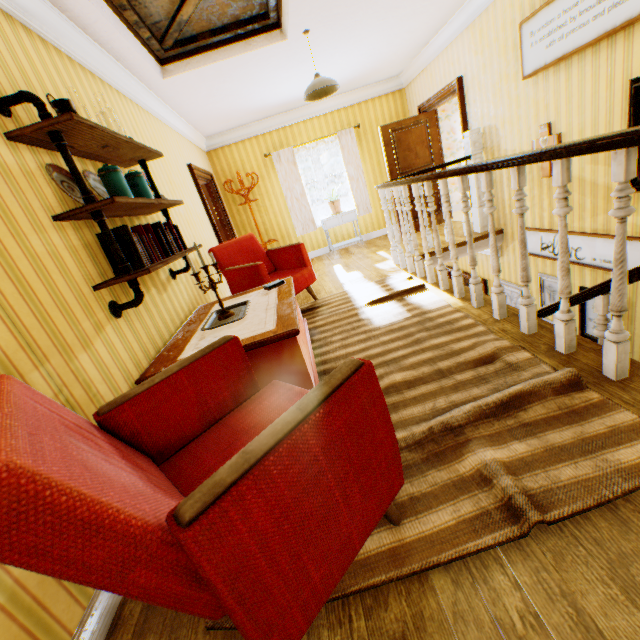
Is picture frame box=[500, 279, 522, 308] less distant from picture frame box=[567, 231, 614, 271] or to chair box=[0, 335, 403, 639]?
picture frame box=[567, 231, 614, 271]

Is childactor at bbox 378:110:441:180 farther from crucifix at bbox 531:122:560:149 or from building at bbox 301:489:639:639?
crucifix at bbox 531:122:560:149

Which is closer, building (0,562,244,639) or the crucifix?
building (0,562,244,639)

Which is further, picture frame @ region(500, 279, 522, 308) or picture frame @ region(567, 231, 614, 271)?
picture frame @ region(500, 279, 522, 308)

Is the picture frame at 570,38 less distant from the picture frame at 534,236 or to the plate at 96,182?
the picture frame at 534,236

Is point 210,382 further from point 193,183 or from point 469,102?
point 469,102

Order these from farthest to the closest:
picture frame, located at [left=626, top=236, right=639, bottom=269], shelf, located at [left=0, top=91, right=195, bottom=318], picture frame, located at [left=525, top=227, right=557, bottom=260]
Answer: picture frame, located at [left=525, top=227, right=557, bottom=260] → picture frame, located at [left=626, top=236, right=639, bottom=269] → shelf, located at [left=0, top=91, right=195, bottom=318]

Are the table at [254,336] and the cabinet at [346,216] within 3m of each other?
no
